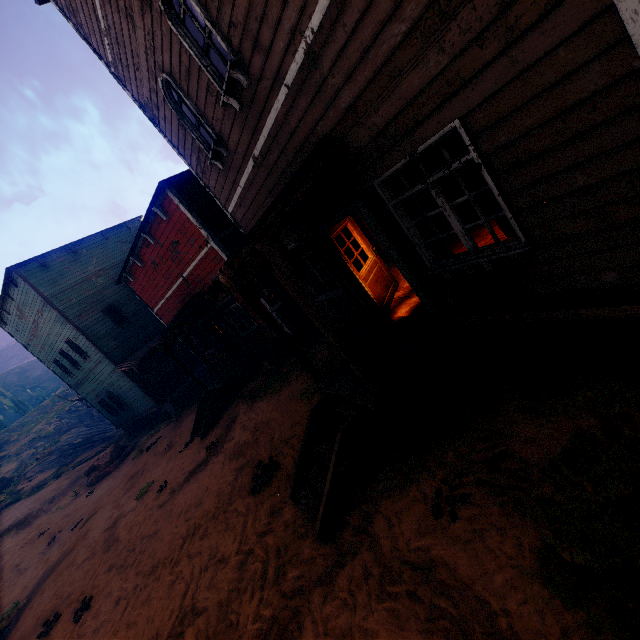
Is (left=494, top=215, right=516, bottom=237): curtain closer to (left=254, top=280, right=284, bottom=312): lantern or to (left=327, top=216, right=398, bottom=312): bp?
(left=327, top=216, right=398, bottom=312): bp

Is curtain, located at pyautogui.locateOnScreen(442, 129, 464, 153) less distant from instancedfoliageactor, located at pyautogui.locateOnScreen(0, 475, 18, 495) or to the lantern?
the lantern

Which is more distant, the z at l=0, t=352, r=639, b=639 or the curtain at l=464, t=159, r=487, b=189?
the curtain at l=464, t=159, r=487, b=189

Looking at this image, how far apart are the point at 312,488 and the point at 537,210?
4.98m

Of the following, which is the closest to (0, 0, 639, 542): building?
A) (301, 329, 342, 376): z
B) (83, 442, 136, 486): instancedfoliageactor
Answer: (301, 329, 342, 376): z

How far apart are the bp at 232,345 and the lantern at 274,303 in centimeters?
1066cm

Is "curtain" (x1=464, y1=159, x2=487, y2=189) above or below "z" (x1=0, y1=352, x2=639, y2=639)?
above

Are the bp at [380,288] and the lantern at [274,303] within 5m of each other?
yes
